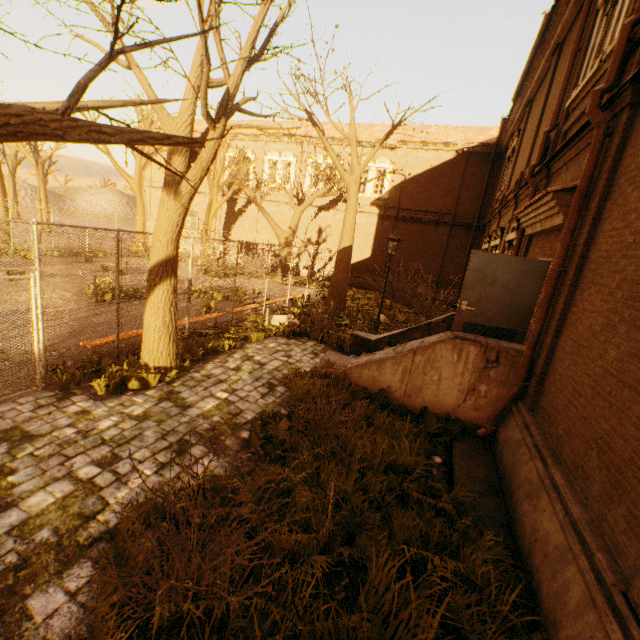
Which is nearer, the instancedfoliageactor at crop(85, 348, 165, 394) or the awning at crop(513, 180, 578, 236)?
the awning at crop(513, 180, 578, 236)

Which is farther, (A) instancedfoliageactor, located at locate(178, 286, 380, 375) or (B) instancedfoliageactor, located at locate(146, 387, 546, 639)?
(A) instancedfoliageactor, located at locate(178, 286, 380, 375)

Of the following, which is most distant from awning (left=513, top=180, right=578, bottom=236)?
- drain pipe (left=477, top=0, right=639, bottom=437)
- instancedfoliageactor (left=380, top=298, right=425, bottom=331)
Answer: instancedfoliageactor (left=380, top=298, right=425, bottom=331)

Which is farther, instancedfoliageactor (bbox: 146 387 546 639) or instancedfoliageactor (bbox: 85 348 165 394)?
instancedfoliageactor (bbox: 85 348 165 394)

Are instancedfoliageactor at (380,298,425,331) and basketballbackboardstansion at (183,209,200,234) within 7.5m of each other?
no

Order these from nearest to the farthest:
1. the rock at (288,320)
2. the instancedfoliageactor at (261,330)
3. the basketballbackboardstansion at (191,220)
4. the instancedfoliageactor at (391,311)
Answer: the instancedfoliageactor at (261,330) < the rock at (288,320) < the instancedfoliageactor at (391,311) < the basketballbackboardstansion at (191,220)

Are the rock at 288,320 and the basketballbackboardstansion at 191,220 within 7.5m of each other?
no

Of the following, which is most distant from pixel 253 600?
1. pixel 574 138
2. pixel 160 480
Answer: pixel 574 138
